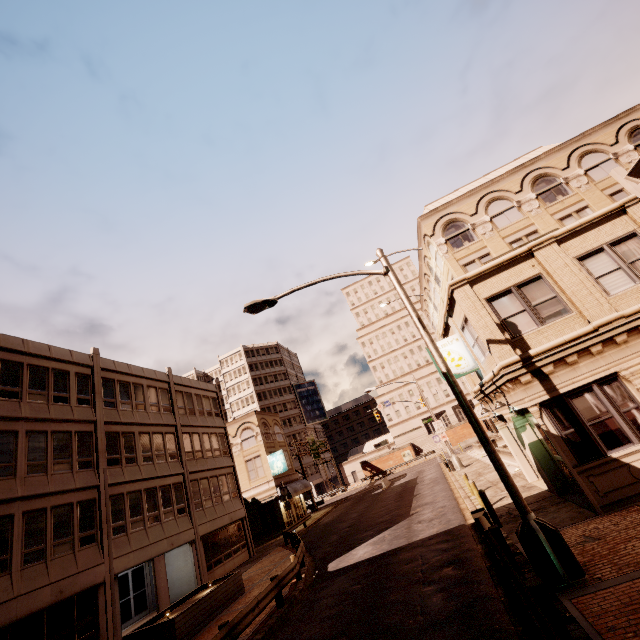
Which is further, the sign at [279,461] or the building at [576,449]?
the sign at [279,461]

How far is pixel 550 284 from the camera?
11.5m

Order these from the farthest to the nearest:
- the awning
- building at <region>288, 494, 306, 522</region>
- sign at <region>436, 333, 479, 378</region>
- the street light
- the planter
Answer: building at <region>288, 494, 306, 522</region> → the awning → sign at <region>436, 333, 479, 378</region> → the planter → the street light

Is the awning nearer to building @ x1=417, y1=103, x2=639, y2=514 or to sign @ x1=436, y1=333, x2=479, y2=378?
building @ x1=417, y1=103, x2=639, y2=514

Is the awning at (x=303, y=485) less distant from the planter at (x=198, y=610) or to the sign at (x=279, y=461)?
the sign at (x=279, y=461)

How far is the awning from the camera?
35.38m

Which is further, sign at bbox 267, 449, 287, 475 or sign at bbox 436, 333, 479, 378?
sign at bbox 267, 449, 287, 475

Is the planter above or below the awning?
below
